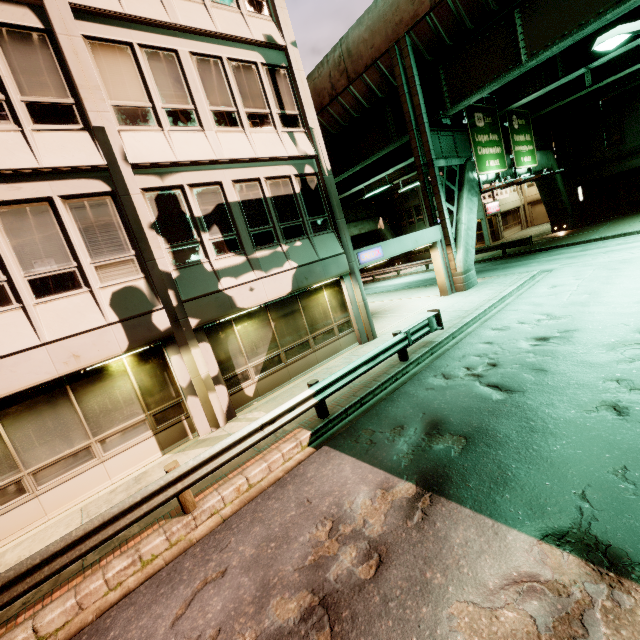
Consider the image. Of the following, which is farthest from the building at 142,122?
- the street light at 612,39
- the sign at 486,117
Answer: the street light at 612,39

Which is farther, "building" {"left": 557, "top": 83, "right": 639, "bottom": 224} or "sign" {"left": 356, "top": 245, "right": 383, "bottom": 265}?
"building" {"left": 557, "top": 83, "right": 639, "bottom": 224}

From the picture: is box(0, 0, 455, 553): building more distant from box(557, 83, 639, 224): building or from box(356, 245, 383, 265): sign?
box(557, 83, 639, 224): building

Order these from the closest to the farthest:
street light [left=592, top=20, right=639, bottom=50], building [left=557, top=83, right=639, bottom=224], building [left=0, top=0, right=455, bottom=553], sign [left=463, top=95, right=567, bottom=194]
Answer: building [left=0, top=0, right=455, bottom=553] < street light [left=592, top=20, right=639, bottom=50] < sign [left=463, top=95, right=567, bottom=194] < building [left=557, top=83, right=639, bottom=224]

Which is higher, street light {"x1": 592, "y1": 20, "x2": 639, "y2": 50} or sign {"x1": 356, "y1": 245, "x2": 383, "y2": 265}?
street light {"x1": 592, "y1": 20, "x2": 639, "y2": 50}

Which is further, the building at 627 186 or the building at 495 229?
the building at 495 229

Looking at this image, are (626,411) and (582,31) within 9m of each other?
no

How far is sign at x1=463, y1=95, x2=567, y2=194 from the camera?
17.5m
